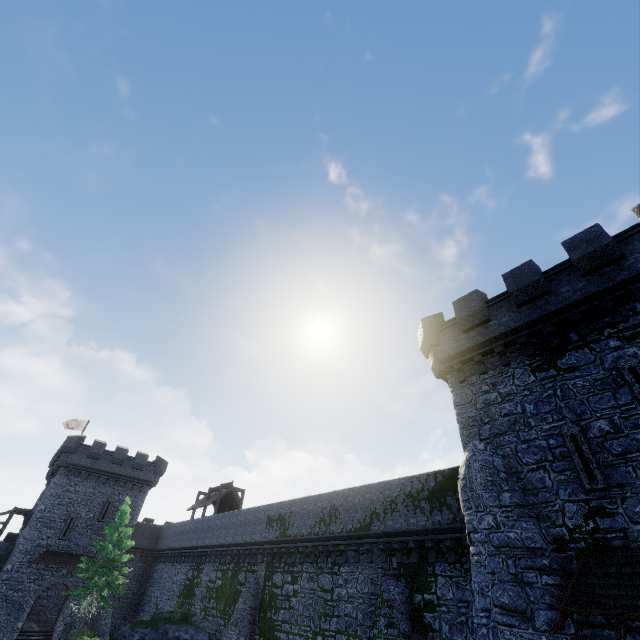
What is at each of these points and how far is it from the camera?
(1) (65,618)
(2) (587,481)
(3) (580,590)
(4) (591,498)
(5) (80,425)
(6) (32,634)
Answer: (1) building, 30.8m
(2) window slit, 10.0m
(3) awning, 8.6m
(4) building, 9.8m
(5) flag, 43.3m
(6) stairs, 29.4m

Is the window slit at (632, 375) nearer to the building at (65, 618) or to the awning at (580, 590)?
the awning at (580, 590)

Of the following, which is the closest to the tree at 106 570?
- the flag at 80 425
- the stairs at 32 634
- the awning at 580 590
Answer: the stairs at 32 634

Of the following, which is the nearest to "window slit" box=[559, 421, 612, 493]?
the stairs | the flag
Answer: the stairs

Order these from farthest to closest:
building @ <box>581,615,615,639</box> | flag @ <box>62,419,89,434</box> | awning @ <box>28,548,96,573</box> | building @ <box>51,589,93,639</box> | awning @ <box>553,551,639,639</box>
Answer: flag @ <box>62,419,89,434</box> → awning @ <box>28,548,96,573</box> → building @ <box>51,589,93,639</box> → building @ <box>581,615,615,639</box> → awning @ <box>553,551,639,639</box>

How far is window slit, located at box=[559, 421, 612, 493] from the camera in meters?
9.8 m

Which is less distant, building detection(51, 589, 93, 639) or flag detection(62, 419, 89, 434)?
building detection(51, 589, 93, 639)

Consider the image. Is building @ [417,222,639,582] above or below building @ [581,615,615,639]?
above
